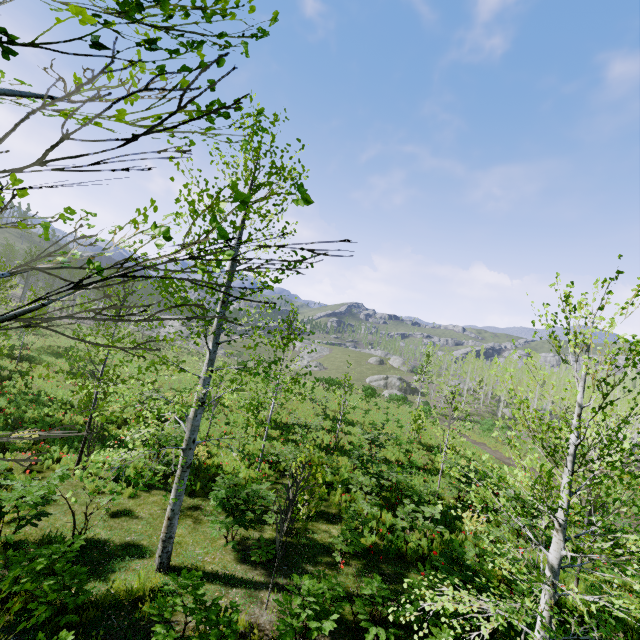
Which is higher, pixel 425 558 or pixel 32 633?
pixel 425 558
